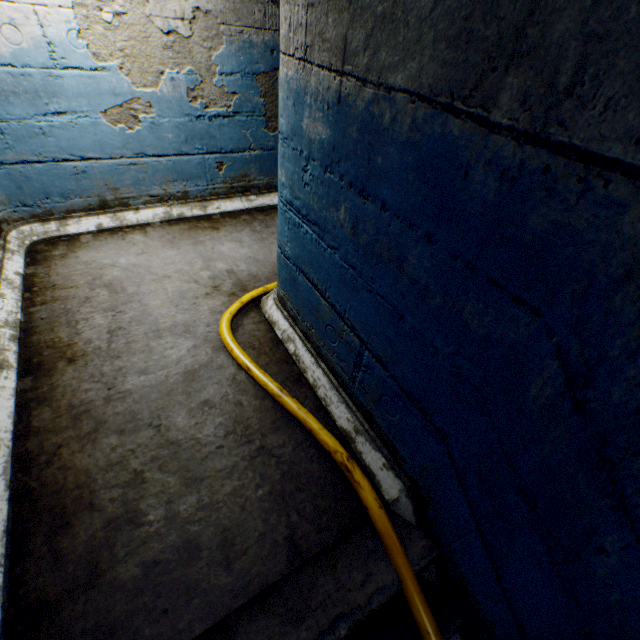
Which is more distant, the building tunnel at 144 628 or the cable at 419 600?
the cable at 419 600

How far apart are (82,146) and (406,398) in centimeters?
328cm

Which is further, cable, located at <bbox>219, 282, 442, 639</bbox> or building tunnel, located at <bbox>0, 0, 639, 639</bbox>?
cable, located at <bbox>219, 282, 442, 639</bbox>
